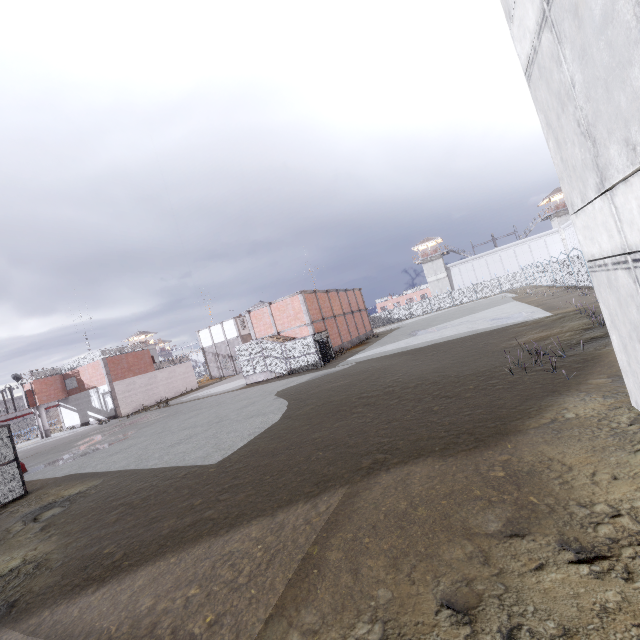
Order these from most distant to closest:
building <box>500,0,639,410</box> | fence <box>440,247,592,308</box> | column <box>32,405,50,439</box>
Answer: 1. column <box>32,405,50,439</box>
2. fence <box>440,247,592,308</box>
3. building <box>500,0,639,410</box>

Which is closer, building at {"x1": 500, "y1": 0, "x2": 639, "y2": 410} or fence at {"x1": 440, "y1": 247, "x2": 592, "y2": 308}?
building at {"x1": 500, "y1": 0, "x2": 639, "y2": 410}

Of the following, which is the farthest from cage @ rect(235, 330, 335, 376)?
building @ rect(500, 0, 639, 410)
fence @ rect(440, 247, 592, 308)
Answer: building @ rect(500, 0, 639, 410)

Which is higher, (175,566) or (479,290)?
(479,290)

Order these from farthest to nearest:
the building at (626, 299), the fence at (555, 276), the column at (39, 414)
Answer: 1. the column at (39, 414)
2. the fence at (555, 276)
3. the building at (626, 299)

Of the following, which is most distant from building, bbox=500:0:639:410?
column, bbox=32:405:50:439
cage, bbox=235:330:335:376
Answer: column, bbox=32:405:50:439

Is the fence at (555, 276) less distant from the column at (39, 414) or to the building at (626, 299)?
the building at (626, 299)
